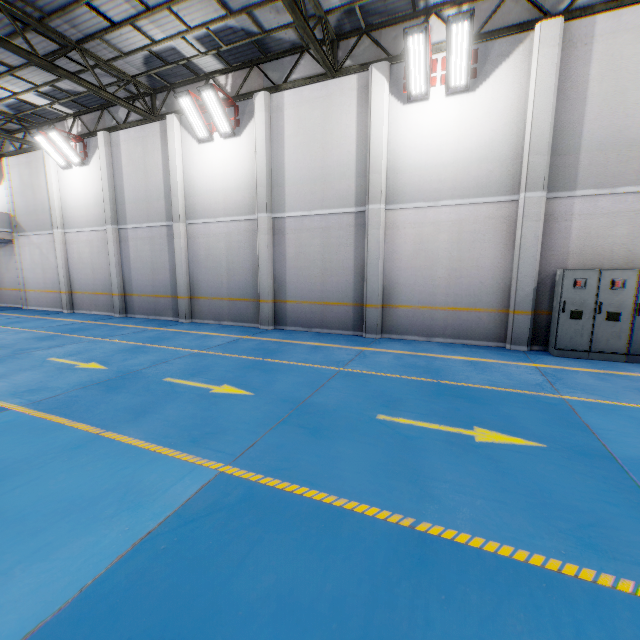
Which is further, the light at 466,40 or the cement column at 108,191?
the cement column at 108,191

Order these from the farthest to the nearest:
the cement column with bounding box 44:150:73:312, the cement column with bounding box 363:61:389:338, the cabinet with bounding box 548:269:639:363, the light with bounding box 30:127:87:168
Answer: the cement column with bounding box 44:150:73:312
the light with bounding box 30:127:87:168
the cement column with bounding box 363:61:389:338
the cabinet with bounding box 548:269:639:363

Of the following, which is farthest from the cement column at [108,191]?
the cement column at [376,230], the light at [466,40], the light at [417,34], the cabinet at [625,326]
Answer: the cabinet at [625,326]

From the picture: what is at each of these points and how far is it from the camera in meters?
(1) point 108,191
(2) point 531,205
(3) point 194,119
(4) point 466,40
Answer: (1) cement column, 14.0
(2) cement column, 8.2
(3) light, 11.3
(4) light, 7.8

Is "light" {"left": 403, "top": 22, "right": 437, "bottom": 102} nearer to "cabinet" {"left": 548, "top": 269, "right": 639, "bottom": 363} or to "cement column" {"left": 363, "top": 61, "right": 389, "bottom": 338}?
"cement column" {"left": 363, "top": 61, "right": 389, "bottom": 338}

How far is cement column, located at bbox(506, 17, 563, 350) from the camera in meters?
7.7

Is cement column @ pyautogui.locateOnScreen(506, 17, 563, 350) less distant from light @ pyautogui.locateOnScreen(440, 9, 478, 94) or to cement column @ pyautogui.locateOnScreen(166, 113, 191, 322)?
light @ pyautogui.locateOnScreen(440, 9, 478, 94)

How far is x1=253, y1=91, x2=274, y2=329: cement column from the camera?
10.7m
